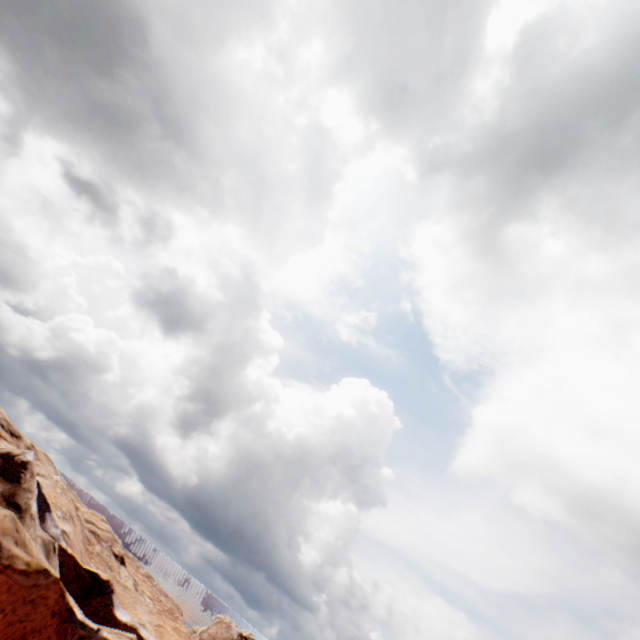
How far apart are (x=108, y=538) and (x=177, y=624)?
12.1 meters
